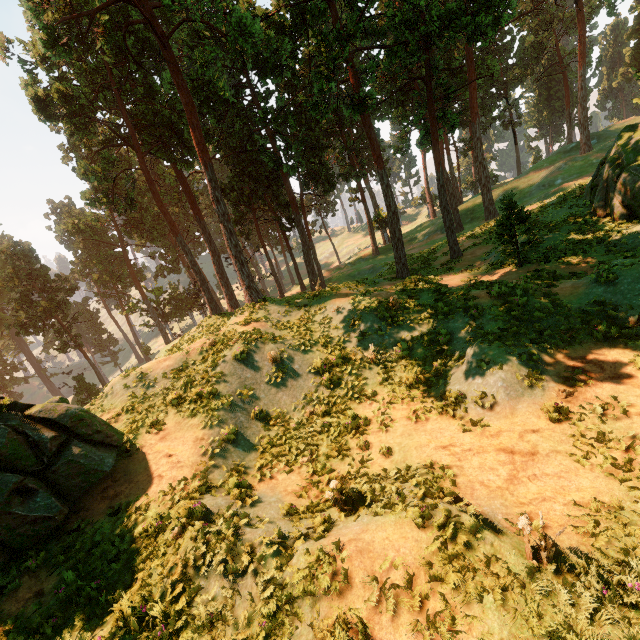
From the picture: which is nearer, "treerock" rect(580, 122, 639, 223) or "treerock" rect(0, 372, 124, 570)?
"treerock" rect(0, 372, 124, 570)

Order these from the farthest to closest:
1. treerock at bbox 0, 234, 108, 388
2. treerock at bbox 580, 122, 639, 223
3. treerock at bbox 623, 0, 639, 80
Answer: treerock at bbox 0, 234, 108, 388 < treerock at bbox 623, 0, 639, 80 < treerock at bbox 580, 122, 639, 223

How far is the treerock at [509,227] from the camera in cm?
1486

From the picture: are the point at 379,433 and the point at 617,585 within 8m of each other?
yes

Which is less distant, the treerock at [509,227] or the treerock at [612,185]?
the treerock at [612,185]

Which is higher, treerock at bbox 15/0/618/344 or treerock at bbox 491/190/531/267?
treerock at bbox 15/0/618/344
